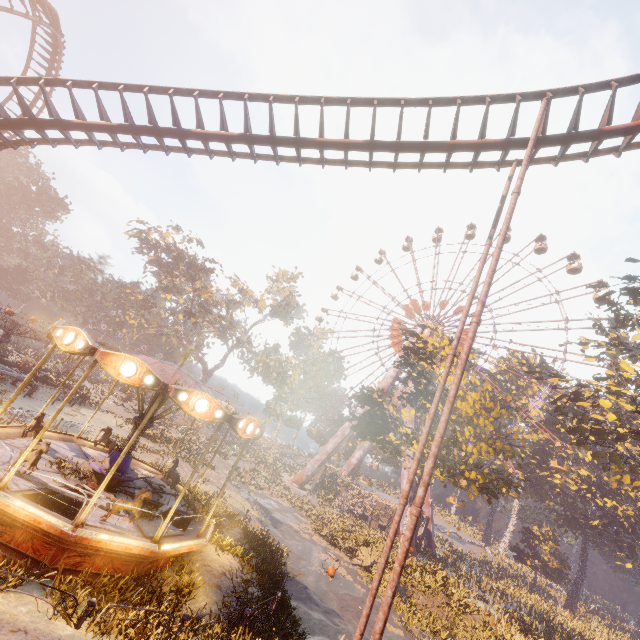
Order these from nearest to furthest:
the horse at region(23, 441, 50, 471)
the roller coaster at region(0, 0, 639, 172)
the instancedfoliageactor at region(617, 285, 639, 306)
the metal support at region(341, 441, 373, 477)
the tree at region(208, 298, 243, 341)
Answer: the horse at region(23, 441, 50, 471) → the roller coaster at region(0, 0, 639, 172) → the instancedfoliageactor at region(617, 285, 639, 306) → the metal support at region(341, 441, 373, 477) → the tree at region(208, 298, 243, 341)

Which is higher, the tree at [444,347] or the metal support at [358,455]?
the tree at [444,347]

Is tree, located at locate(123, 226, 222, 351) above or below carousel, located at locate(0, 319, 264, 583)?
above

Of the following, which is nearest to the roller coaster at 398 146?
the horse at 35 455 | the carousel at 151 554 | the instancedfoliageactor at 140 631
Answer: the carousel at 151 554

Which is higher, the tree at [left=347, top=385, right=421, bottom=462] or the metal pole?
the tree at [left=347, top=385, right=421, bottom=462]

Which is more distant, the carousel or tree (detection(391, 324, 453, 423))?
tree (detection(391, 324, 453, 423))

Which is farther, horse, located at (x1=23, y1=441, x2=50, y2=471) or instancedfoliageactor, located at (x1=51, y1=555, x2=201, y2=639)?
horse, located at (x1=23, y1=441, x2=50, y2=471)

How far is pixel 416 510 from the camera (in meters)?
5.60
